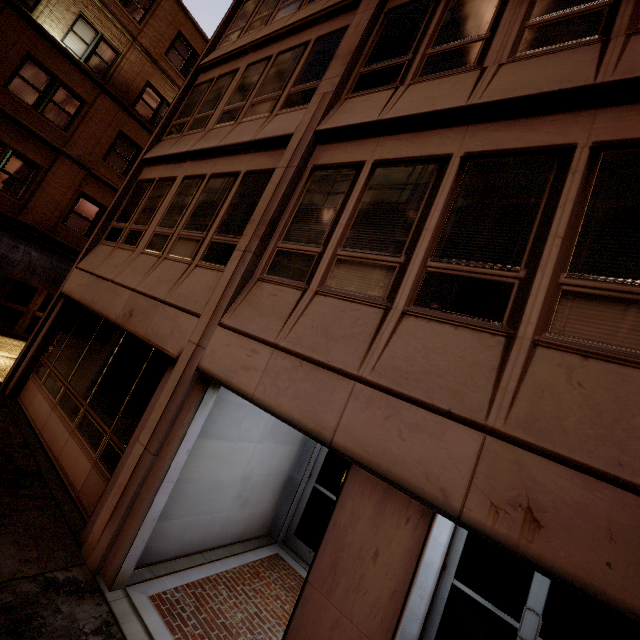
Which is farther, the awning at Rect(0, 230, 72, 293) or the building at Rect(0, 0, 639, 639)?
the awning at Rect(0, 230, 72, 293)

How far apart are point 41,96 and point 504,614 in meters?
21.3

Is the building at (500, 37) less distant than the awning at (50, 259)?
Yes
